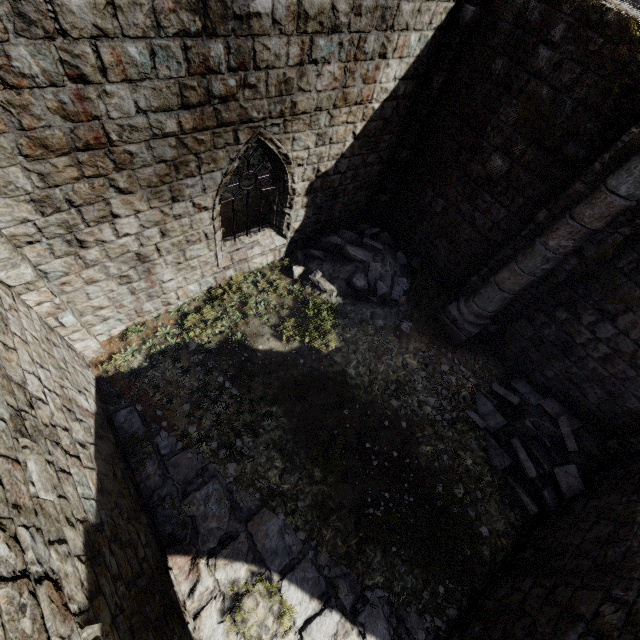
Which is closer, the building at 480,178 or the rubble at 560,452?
→ the building at 480,178

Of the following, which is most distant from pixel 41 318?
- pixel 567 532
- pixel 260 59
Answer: pixel 567 532

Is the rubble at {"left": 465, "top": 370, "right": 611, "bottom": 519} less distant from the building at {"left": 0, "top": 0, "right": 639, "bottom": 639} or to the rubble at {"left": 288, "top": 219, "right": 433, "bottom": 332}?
the building at {"left": 0, "top": 0, "right": 639, "bottom": 639}

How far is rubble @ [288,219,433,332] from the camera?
8.97m

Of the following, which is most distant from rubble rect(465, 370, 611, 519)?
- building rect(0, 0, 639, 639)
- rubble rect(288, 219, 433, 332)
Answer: rubble rect(288, 219, 433, 332)

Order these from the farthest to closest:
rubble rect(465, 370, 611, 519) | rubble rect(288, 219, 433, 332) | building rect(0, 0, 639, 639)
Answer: rubble rect(288, 219, 433, 332), rubble rect(465, 370, 611, 519), building rect(0, 0, 639, 639)

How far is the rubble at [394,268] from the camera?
9.0m
